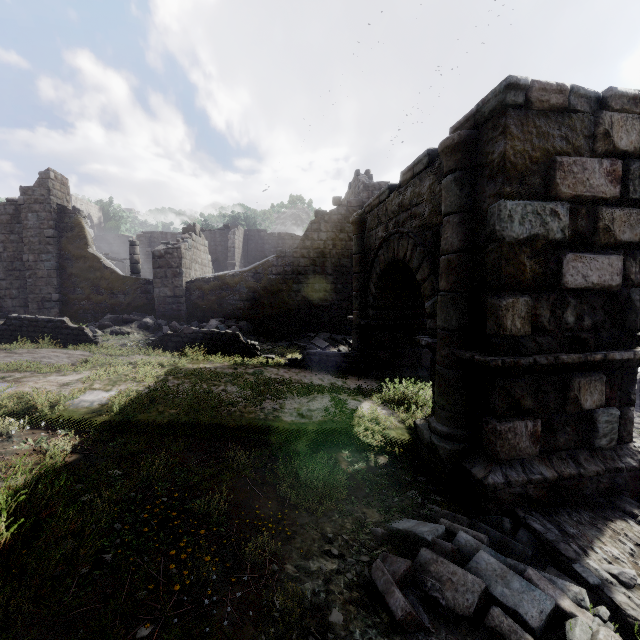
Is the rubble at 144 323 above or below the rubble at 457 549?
above

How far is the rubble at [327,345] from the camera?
13.34m

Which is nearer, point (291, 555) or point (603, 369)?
point (291, 555)

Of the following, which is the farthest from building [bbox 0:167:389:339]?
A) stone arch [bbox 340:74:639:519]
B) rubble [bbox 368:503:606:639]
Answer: rubble [bbox 368:503:606:639]

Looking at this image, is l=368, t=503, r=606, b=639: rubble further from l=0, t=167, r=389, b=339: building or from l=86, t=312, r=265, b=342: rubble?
l=86, t=312, r=265, b=342: rubble

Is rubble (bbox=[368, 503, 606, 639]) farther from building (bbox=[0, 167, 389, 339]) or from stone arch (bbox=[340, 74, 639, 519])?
building (bbox=[0, 167, 389, 339])

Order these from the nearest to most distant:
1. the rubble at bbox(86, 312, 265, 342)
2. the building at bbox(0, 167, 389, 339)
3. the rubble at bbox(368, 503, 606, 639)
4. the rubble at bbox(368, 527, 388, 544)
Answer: the rubble at bbox(368, 503, 606, 639) → the rubble at bbox(368, 527, 388, 544) → the rubble at bbox(86, 312, 265, 342) → the building at bbox(0, 167, 389, 339)

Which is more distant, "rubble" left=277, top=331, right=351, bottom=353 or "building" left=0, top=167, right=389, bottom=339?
"building" left=0, top=167, right=389, bottom=339
